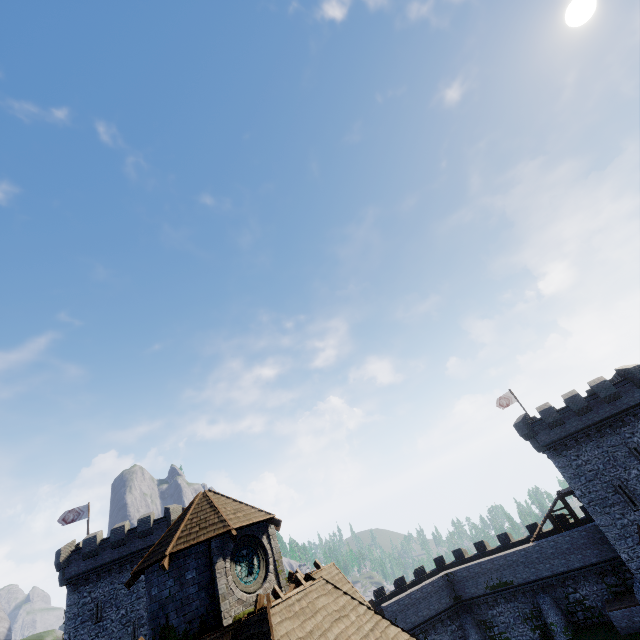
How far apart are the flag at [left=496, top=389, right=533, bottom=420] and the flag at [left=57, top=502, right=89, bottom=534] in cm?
4897

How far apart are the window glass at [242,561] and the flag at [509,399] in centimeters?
3561cm

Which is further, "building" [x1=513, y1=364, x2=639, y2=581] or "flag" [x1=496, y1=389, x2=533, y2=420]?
"flag" [x1=496, y1=389, x2=533, y2=420]

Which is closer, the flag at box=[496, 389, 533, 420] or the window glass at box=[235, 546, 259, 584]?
the window glass at box=[235, 546, 259, 584]

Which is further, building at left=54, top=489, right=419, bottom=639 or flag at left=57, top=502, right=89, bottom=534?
flag at left=57, top=502, right=89, bottom=534

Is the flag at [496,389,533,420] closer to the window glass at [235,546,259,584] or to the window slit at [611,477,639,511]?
the window slit at [611,477,639,511]

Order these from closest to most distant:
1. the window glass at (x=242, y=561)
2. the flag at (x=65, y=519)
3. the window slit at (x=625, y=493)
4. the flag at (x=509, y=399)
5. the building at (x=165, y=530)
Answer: the building at (x=165, y=530) < the window glass at (x=242, y=561) < the window slit at (x=625, y=493) < the flag at (x=65, y=519) < the flag at (x=509, y=399)

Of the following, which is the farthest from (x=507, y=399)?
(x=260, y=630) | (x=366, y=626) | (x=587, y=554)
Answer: (x=260, y=630)
